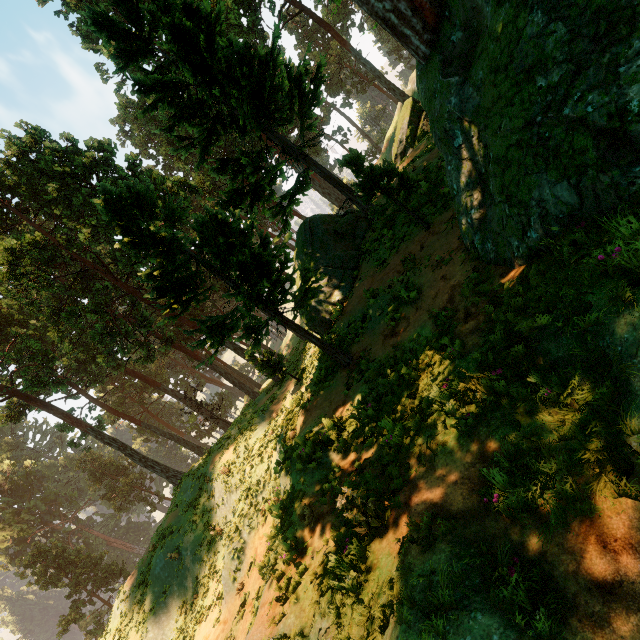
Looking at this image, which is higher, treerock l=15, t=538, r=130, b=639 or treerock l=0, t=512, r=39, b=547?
treerock l=0, t=512, r=39, b=547

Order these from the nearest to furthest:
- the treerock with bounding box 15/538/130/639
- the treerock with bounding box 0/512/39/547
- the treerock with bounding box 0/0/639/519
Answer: the treerock with bounding box 0/0/639/519 < the treerock with bounding box 15/538/130/639 < the treerock with bounding box 0/512/39/547

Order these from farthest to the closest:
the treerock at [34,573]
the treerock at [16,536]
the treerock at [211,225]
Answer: the treerock at [16,536] → the treerock at [34,573] → the treerock at [211,225]

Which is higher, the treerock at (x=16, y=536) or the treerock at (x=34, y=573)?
the treerock at (x=16, y=536)

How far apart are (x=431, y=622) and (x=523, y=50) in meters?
7.7

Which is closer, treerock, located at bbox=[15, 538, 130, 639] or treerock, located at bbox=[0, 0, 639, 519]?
treerock, located at bbox=[0, 0, 639, 519]
